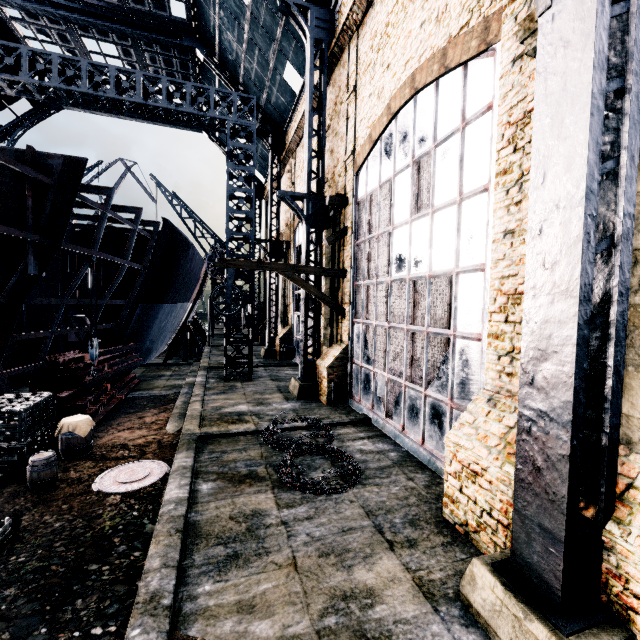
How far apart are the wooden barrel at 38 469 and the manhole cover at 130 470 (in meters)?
0.84

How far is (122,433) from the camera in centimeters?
1161cm

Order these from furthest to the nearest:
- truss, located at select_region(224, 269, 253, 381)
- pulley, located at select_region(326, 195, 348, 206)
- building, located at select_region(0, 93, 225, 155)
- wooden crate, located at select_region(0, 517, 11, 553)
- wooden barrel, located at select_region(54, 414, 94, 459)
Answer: building, located at select_region(0, 93, 225, 155) < truss, located at select_region(224, 269, 253, 381) < pulley, located at select_region(326, 195, 348, 206) < wooden barrel, located at select_region(54, 414, 94, 459) < wooden crate, located at select_region(0, 517, 11, 553)

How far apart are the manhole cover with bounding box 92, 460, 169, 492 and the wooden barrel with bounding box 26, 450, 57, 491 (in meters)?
0.84

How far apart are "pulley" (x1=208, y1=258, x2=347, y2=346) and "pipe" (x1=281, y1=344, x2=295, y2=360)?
10.8 meters

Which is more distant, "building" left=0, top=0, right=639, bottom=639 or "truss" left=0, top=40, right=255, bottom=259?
"truss" left=0, top=40, right=255, bottom=259

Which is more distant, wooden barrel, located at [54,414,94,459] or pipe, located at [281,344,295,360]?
pipe, located at [281,344,295,360]

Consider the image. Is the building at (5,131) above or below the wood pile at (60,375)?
above
